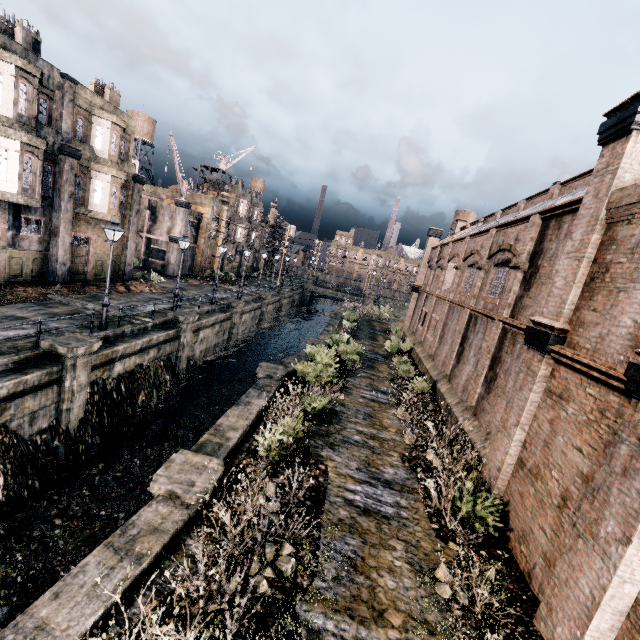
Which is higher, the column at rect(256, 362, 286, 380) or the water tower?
the water tower

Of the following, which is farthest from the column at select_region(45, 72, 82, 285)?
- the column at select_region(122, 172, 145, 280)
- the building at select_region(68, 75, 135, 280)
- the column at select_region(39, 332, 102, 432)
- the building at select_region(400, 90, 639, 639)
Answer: the building at select_region(400, 90, 639, 639)

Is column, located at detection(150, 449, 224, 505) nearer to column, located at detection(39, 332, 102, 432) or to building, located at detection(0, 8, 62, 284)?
column, located at detection(39, 332, 102, 432)

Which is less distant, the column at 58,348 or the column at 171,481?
the column at 171,481

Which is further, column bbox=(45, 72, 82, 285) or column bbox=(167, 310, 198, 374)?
column bbox=(167, 310, 198, 374)

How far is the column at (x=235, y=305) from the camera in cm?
3078

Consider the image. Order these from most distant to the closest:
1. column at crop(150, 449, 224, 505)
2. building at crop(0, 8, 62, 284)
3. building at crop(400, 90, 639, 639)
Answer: building at crop(0, 8, 62, 284), column at crop(150, 449, 224, 505), building at crop(400, 90, 639, 639)

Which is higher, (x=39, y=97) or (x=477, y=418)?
(x=39, y=97)
